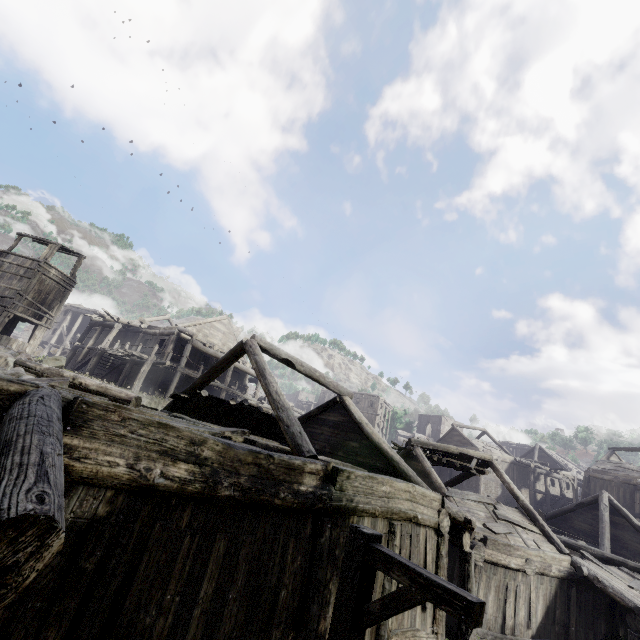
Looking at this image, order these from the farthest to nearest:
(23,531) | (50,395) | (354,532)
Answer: (354,532)
(50,395)
(23,531)

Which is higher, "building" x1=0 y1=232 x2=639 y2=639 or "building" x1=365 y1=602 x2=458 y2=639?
"building" x1=0 y1=232 x2=639 y2=639

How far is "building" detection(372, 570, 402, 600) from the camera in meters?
6.6

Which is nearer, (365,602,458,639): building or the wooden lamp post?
the wooden lamp post

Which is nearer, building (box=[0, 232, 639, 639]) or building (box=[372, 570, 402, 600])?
building (box=[0, 232, 639, 639])

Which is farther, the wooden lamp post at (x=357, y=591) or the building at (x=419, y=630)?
the building at (x=419, y=630)
